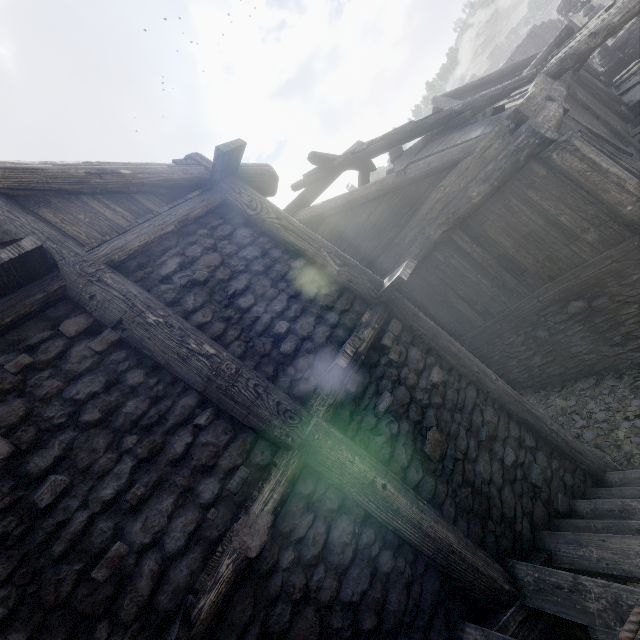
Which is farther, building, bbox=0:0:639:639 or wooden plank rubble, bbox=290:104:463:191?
wooden plank rubble, bbox=290:104:463:191

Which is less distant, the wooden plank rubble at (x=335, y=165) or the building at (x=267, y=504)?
the building at (x=267, y=504)

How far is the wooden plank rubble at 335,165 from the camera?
→ 6.54m

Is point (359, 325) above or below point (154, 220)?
below

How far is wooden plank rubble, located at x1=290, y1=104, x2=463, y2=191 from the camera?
6.54m
